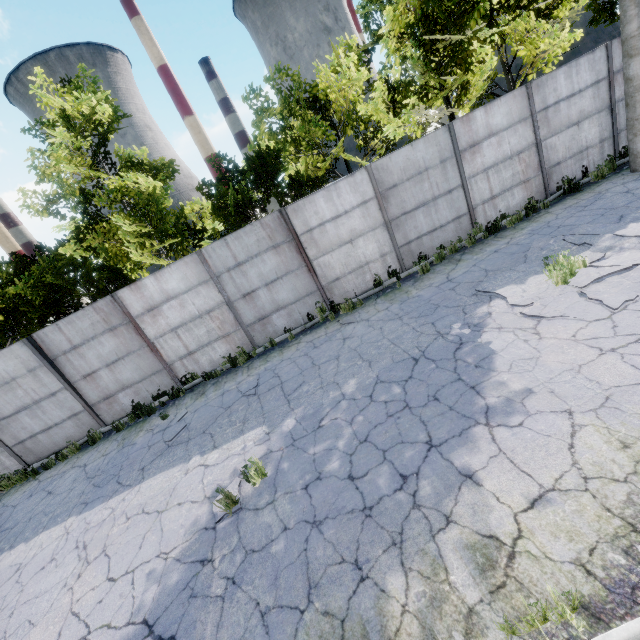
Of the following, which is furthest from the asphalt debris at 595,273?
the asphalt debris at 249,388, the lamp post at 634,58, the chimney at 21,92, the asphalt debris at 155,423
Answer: the chimney at 21,92

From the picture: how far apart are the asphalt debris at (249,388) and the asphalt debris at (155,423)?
1.6m

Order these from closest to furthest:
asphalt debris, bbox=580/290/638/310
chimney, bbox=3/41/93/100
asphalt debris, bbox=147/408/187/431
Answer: asphalt debris, bbox=580/290/638/310 → asphalt debris, bbox=147/408/187/431 → chimney, bbox=3/41/93/100

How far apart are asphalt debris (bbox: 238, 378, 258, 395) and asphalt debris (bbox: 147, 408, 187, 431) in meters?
1.6

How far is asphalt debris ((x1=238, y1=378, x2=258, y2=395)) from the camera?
8.43m

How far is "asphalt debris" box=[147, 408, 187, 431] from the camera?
8.99m

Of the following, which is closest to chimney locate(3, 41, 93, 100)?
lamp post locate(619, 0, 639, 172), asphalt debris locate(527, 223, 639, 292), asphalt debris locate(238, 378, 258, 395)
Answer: asphalt debris locate(238, 378, 258, 395)

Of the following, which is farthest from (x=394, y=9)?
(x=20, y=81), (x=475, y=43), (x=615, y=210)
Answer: (x=20, y=81)
